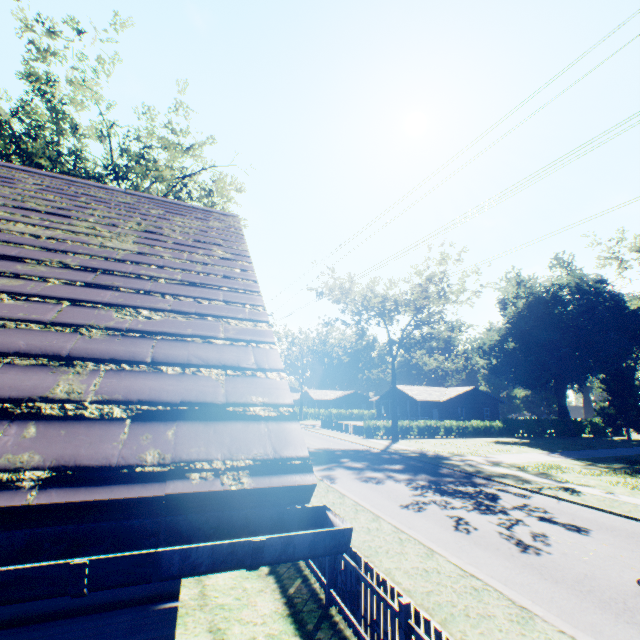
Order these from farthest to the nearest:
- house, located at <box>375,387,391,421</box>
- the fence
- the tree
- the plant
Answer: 1. house, located at <box>375,387,391,421</box>
2. the plant
3. the tree
4. the fence

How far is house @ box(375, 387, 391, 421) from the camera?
51.8m

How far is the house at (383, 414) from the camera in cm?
5175

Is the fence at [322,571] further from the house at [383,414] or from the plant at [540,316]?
the house at [383,414]

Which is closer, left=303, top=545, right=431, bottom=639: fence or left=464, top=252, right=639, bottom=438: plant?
left=303, top=545, right=431, bottom=639: fence

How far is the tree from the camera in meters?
33.0 m

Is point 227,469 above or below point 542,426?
above

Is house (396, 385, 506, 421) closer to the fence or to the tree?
the tree
